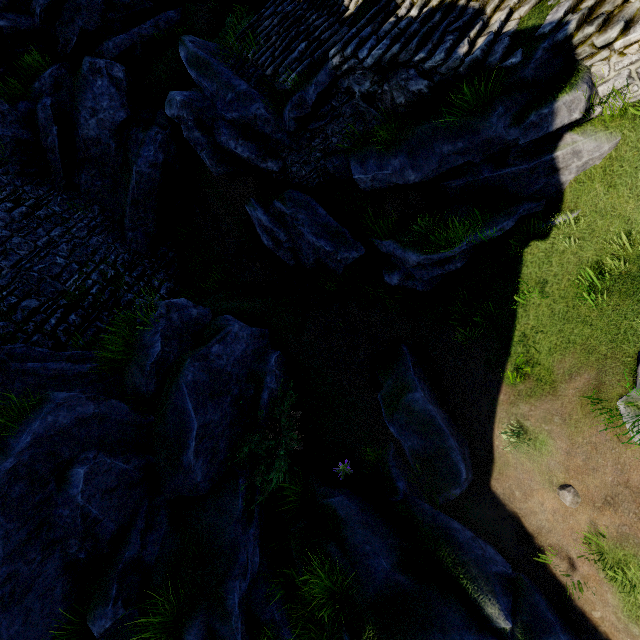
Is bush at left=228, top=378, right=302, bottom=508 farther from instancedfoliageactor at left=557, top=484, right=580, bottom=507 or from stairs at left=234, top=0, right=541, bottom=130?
stairs at left=234, top=0, right=541, bottom=130

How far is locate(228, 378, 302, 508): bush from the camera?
6.5m

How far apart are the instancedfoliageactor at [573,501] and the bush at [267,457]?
4.66m

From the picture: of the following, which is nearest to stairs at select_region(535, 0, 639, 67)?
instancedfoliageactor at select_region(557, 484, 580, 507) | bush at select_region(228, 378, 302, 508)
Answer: instancedfoliageactor at select_region(557, 484, 580, 507)

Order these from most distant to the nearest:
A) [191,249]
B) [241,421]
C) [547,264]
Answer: [191,249], [241,421], [547,264]

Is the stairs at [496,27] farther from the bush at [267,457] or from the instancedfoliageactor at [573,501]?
the bush at [267,457]

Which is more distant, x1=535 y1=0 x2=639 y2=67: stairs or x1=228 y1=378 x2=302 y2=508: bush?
x1=228 y1=378 x2=302 y2=508: bush
